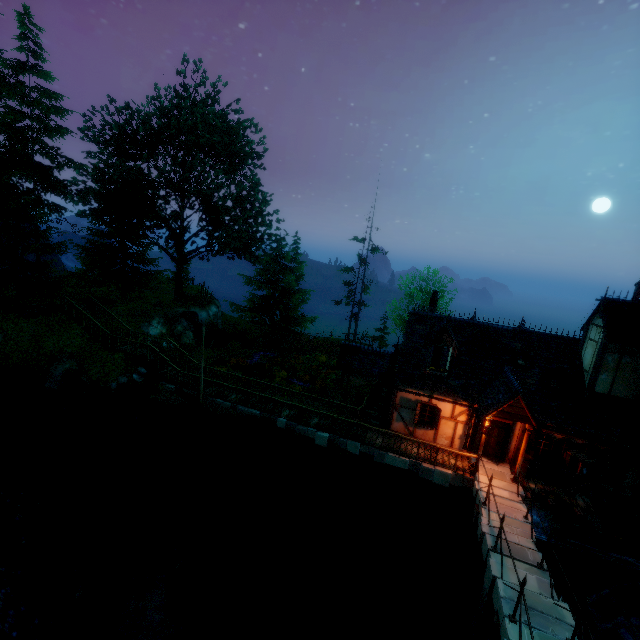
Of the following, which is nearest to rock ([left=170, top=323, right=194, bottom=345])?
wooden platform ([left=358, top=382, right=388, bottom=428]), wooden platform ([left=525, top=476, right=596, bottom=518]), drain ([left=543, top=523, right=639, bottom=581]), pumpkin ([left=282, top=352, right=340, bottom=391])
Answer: wooden platform ([left=358, top=382, right=388, bottom=428])

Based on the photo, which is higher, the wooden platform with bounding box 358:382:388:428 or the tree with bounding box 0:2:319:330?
the tree with bounding box 0:2:319:330

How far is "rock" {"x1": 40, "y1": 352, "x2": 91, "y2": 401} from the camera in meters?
19.0 m

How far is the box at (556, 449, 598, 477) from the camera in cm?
1373

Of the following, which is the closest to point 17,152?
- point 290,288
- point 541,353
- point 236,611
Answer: point 290,288

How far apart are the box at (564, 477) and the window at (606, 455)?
Answer: 0.0m

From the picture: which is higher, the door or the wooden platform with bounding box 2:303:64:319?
the wooden platform with bounding box 2:303:64:319

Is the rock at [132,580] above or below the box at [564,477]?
below
